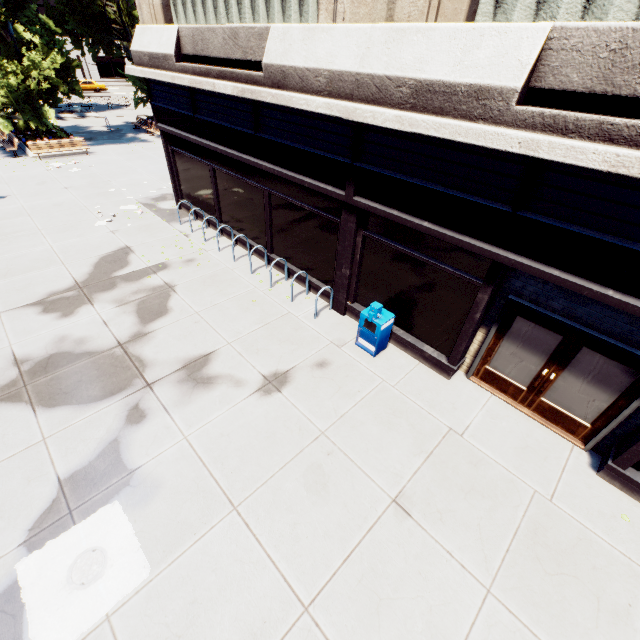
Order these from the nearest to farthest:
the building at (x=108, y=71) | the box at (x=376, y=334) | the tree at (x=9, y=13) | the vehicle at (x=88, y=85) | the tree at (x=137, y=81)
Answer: the box at (x=376, y=334) < the tree at (x=9, y=13) < the tree at (x=137, y=81) < the vehicle at (x=88, y=85) < the building at (x=108, y=71)

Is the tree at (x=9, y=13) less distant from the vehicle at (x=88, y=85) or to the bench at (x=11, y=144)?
the bench at (x=11, y=144)

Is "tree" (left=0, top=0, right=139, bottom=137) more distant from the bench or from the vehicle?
the vehicle

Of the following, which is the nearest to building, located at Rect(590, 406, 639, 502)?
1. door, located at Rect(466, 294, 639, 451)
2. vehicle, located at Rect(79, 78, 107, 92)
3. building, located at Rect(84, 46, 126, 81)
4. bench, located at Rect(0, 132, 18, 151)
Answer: door, located at Rect(466, 294, 639, 451)

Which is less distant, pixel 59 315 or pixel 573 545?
pixel 573 545

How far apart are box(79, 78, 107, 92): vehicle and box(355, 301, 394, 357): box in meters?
60.7 m

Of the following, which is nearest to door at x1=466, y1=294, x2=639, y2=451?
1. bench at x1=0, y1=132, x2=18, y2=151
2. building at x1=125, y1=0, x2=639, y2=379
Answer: building at x1=125, y1=0, x2=639, y2=379

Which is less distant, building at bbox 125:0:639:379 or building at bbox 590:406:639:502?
building at bbox 125:0:639:379
